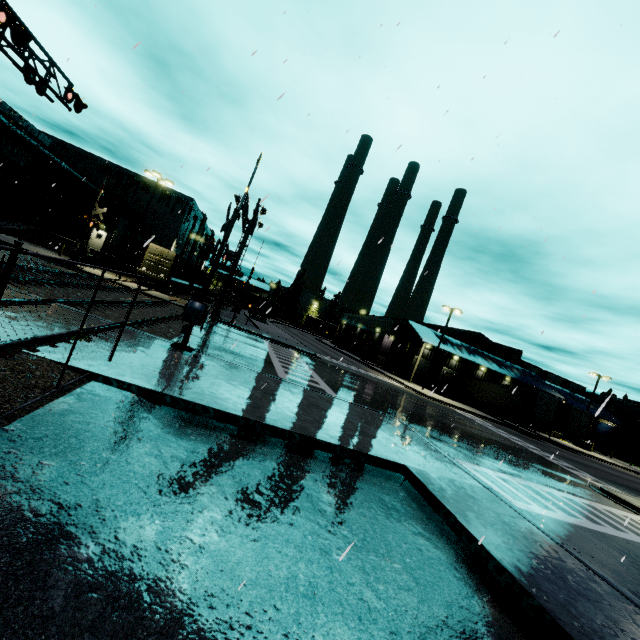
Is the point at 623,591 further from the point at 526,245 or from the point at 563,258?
the point at 526,245

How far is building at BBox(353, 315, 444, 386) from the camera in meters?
42.7 m

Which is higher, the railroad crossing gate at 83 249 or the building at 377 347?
the railroad crossing gate at 83 249

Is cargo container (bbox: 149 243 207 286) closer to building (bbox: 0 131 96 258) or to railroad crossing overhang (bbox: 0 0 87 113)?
building (bbox: 0 131 96 258)

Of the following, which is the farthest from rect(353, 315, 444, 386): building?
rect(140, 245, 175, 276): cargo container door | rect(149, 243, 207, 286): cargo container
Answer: rect(140, 245, 175, 276): cargo container door

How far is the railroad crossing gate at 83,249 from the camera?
23.67m

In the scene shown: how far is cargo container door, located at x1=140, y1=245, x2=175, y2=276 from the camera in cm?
3080

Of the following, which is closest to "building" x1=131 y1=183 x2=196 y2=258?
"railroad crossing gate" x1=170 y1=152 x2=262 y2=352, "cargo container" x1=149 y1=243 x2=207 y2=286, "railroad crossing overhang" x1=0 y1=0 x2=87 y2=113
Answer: "cargo container" x1=149 y1=243 x2=207 y2=286
